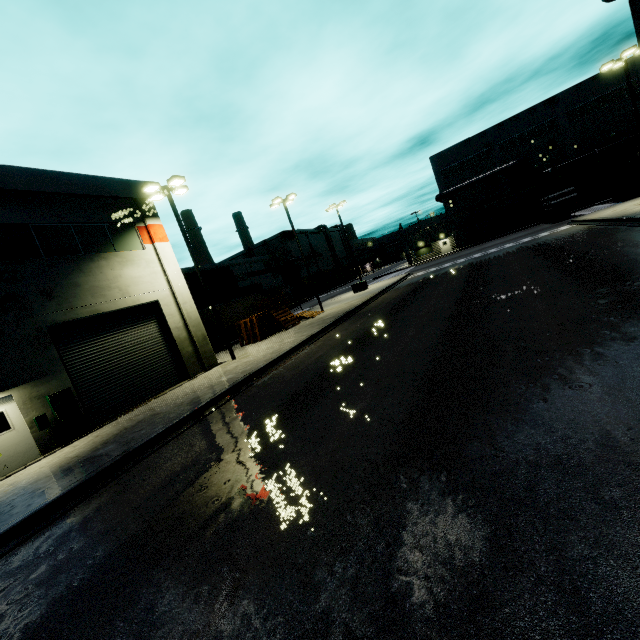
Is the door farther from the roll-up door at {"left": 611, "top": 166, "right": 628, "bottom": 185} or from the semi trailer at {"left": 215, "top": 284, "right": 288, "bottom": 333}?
the semi trailer at {"left": 215, "top": 284, "right": 288, "bottom": 333}

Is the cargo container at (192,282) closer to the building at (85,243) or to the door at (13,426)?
the building at (85,243)

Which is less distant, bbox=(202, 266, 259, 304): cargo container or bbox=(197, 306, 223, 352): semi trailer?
bbox=(197, 306, 223, 352): semi trailer

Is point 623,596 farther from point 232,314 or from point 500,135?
point 500,135

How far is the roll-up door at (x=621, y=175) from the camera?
40.88m

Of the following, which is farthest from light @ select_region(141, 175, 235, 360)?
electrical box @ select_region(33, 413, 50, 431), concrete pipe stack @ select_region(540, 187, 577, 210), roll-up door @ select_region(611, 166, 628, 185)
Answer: concrete pipe stack @ select_region(540, 187, 577, 210)

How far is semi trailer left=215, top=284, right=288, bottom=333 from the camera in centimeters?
2919cm

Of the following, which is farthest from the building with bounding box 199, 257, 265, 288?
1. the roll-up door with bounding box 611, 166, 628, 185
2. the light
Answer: the light
